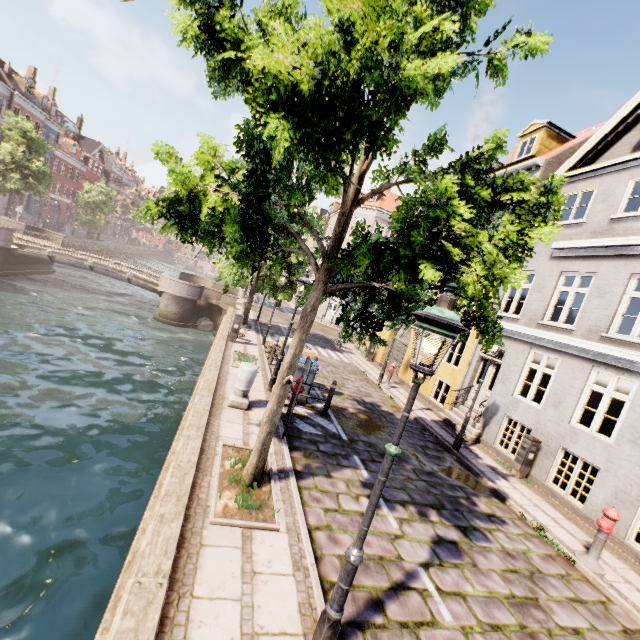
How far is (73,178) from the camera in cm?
5256

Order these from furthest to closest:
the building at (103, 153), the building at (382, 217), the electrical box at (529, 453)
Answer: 1. the building at (103, 153)
2. the building at (382, 217)
3. the electrical box at (529, 453)

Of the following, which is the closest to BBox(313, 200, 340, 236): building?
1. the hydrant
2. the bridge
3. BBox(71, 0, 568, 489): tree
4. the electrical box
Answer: BBox(71, 0, 568, 489): tree

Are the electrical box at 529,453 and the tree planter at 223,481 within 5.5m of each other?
no

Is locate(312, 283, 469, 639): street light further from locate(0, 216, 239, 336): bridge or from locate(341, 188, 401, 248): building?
locate(341, 188, 401, 248): building

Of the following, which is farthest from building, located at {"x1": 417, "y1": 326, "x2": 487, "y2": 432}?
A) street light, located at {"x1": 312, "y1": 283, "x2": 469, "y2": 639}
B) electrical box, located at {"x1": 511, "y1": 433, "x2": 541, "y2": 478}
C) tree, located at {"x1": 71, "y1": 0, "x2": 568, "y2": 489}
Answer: electrical box, located at {"x1": 511, "y1": 433, "x2": 541, "y2": 478}

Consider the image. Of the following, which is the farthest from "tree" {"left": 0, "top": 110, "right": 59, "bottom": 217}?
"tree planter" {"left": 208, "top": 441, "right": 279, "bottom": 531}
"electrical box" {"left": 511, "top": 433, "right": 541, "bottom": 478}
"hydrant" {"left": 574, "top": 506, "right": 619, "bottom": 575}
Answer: "electrical box" {"left": 511, "top": 433, "right": 541, "bottom": 478}

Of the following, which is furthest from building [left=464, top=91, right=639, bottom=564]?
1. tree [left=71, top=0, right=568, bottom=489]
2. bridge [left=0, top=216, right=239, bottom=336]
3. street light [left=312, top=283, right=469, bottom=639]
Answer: street light [left=312, top=283, right=469, bottom=639]
